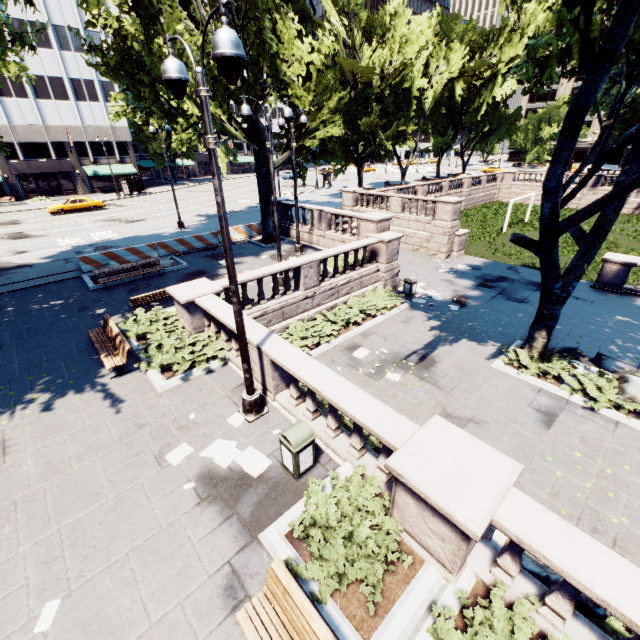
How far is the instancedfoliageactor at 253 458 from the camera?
6.7 meters

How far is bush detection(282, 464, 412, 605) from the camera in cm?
469

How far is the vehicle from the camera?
33.66m

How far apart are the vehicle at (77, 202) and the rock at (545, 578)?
44.40m

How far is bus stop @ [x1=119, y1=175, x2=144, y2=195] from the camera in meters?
45.3 m

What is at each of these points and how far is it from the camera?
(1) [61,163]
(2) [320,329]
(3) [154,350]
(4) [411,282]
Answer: (1) building, 45.5m
(2) bush, 13.7m
(3) bush, 9.7m
(4) garbage can, 17.1m

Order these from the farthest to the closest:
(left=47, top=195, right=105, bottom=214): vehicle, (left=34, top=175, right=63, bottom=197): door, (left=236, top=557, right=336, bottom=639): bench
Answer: (left=34, top=175, right=63, bottom=197): door
(left=47, top=195, right=105, bottom=214): vehicle
(left=236, top=557, right=336, bottom=639): bench

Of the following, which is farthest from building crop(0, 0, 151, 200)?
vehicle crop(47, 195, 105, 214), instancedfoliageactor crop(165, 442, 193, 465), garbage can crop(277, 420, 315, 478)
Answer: garbage can crop(277, 420, 315, 478)
